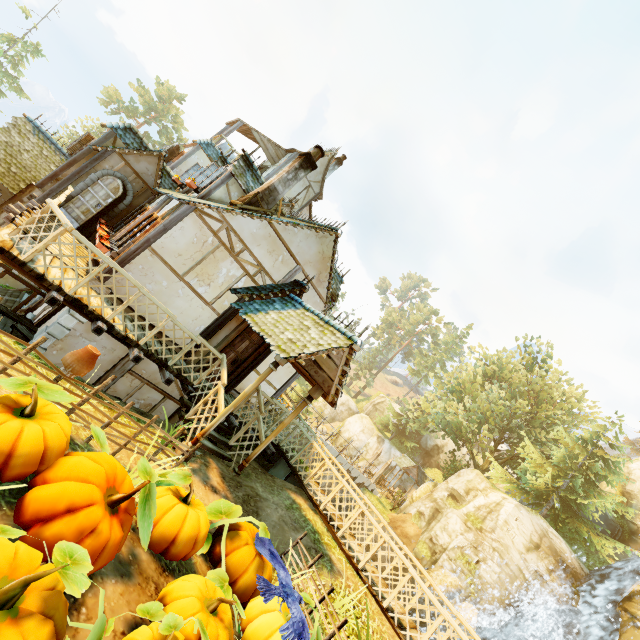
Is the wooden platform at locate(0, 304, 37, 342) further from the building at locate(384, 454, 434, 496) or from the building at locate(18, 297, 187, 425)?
the building at locate(384, 454, 434, 496)

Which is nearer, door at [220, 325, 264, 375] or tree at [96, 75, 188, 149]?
door at [220, 325, 264, 375]

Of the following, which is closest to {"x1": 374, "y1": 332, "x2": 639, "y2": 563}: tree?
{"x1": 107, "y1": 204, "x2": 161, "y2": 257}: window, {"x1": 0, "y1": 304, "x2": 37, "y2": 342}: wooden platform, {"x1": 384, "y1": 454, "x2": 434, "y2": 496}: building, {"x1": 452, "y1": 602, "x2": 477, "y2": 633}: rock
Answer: {"x1": 384, "y1": 454, "x2": 434, "y2": 496}: building

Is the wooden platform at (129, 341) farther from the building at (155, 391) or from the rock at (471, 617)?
the rock at (471, 617)

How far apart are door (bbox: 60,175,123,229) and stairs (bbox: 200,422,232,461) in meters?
7.4

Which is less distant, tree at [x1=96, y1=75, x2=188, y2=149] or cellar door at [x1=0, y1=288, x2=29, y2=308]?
cellar door at [x1=0, y1=288, x2=29, y2=308]

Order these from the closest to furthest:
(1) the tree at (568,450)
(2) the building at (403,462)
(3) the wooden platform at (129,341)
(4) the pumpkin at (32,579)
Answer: (4) the pumpkin at (32,579), (3) the wooden platform at (129,341), (1) the tree at (568,450), (2) the building at (403,462)

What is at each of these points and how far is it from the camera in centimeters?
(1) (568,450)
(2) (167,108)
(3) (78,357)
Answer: (1) tree, 2619cm
(2) tree, 4844cm
(3) pot, 402cm
